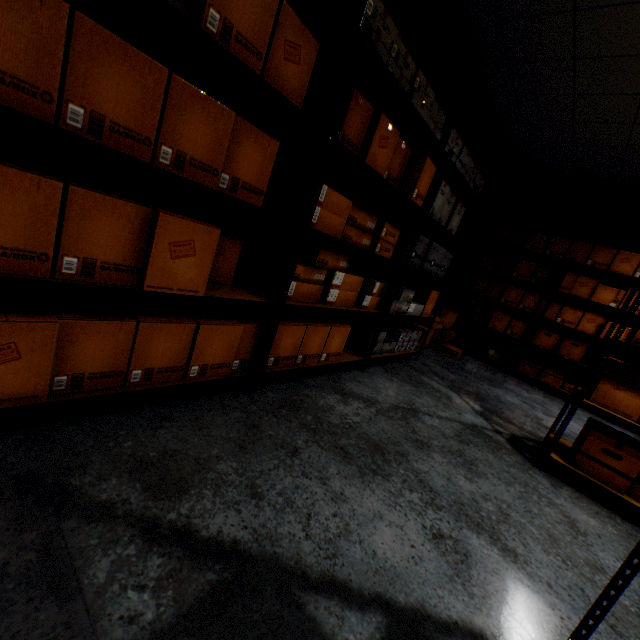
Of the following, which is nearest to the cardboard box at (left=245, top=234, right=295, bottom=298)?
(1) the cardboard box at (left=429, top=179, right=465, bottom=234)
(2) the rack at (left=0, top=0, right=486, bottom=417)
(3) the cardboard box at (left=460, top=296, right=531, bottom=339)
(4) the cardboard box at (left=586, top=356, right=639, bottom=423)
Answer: (2) the rack at (left=0, top=0, right=486, bottom=417)

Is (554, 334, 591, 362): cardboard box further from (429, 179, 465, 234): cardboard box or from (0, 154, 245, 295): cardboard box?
(0, 154, 245, 295): cardboard box

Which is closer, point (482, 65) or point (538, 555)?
point (538, 555)

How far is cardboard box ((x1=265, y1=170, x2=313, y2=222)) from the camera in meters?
1.6 m

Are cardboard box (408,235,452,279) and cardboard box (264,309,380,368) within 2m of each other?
yes

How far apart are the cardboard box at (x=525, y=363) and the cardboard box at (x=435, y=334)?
0.9m

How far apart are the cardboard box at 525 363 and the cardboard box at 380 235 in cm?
356

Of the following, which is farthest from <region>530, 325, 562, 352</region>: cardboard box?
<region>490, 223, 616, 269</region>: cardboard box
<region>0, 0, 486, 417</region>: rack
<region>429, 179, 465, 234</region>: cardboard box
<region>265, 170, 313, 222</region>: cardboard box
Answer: <region>265, 170, 313, 222</region>: cardboard box
